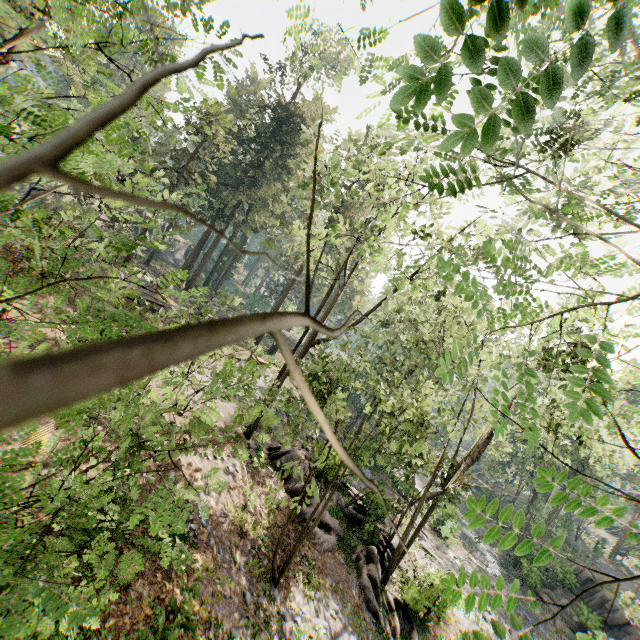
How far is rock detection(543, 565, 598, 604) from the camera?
31.2m

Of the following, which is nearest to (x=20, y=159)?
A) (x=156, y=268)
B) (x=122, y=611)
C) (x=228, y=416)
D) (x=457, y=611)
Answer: (x=122, y=611)

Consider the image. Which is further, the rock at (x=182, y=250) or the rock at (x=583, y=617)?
the rock at (x=182, y=250)

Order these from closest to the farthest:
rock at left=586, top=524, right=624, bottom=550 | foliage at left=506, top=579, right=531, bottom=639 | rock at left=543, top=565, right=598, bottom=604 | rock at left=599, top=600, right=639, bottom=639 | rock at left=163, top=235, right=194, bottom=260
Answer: foliage at left=506, top=579, right=531, bottom=639
rock at left=599, top=600, right=639, bottom=639
rock at left=543, top=565, right=598, bottom=604
rock at left=163, top=235, right=194, bottom=260
rock at left=586, top=524, right=624, bottom=550

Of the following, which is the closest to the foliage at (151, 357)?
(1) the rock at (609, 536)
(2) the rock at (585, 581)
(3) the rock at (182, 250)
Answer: (2) the rock at (585, 581)

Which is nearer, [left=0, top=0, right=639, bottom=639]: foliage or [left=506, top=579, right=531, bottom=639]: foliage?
[left=0, top=0, right=639, bottom=639]: foliage

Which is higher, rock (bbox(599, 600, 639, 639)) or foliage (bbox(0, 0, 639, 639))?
foliage (bbox(0, 0, 639, 639))

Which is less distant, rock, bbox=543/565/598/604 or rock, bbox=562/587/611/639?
rock, bbox=562/587/611/639
